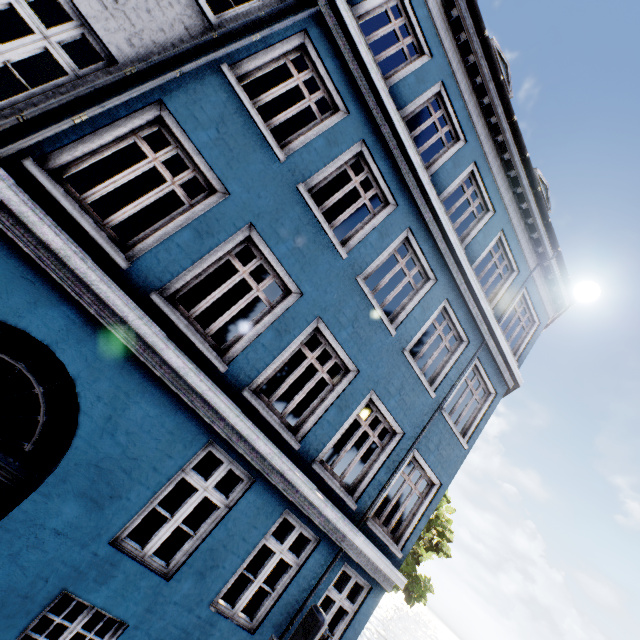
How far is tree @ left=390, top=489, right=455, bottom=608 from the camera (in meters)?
16.45

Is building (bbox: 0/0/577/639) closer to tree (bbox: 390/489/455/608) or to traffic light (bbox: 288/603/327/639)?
traffic light (bbox: 288/603/327/639)

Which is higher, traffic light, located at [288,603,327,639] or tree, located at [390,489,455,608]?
tree, located at [390,489,455,608]

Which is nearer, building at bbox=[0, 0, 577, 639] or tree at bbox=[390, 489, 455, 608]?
building at bbox=[0, 0, 577, 639]

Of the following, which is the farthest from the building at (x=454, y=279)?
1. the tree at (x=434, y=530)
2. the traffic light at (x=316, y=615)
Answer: the tree at (x=434, y=530)

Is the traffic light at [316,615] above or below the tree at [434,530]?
below

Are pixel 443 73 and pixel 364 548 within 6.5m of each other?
no
